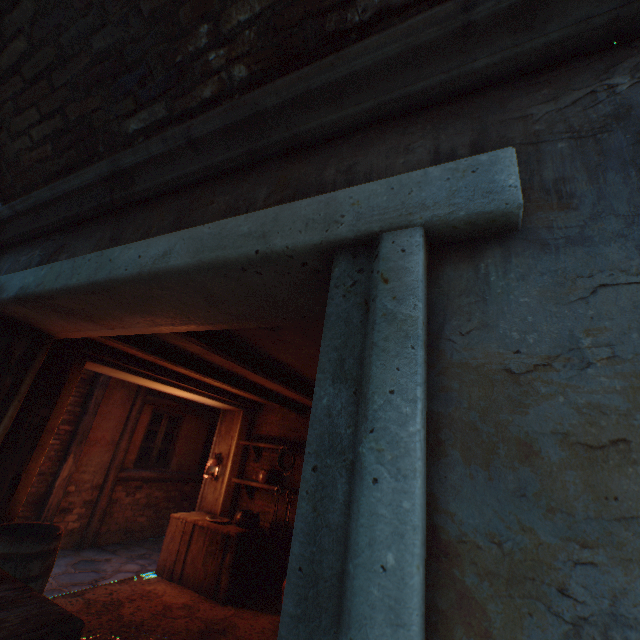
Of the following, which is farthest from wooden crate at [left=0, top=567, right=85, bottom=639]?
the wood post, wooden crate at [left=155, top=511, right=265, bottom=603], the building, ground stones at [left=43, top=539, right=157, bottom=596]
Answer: the wood post

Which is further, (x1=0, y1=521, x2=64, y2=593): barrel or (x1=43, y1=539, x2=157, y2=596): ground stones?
(x1=43, y1=539, x2=157, y2=596): ground stones

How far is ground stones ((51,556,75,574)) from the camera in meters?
5.1 m

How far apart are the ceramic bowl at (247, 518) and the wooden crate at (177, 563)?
0.0m

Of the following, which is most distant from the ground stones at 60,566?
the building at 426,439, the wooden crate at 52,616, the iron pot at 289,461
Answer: the iron pot at 289,461

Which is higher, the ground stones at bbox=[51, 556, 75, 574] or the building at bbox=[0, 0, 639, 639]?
the building at bbox=[0, 0, 639, 639]

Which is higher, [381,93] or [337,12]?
[337,12]

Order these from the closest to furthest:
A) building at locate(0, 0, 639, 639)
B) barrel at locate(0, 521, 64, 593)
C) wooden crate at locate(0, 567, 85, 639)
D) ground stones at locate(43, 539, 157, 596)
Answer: building at locate(0, 0, 639, 639)
wooden crate at locate(0, 567, 85, 639)
barrel at locate(0, 521, 64, 593)
ground stones at locate(43, 539, 157, 596)
